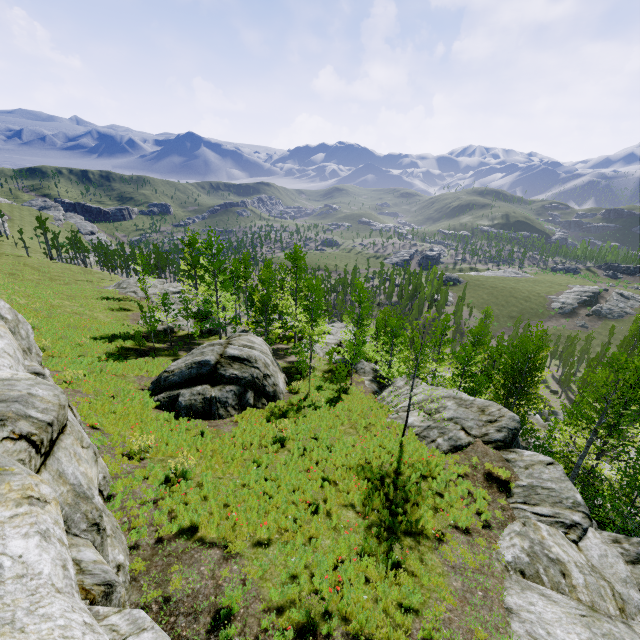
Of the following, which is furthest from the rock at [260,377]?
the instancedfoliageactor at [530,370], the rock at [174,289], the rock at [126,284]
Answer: the rock at [174,289]

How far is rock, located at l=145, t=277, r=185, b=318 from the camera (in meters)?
41.58

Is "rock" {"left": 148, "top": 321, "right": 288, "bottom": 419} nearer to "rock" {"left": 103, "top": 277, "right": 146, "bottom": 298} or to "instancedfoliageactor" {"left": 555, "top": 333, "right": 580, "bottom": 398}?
"rock" {"left": 103, "top": 277, "right": 146, "bottom": 298}

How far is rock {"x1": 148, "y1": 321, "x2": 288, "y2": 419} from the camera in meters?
15.1 m

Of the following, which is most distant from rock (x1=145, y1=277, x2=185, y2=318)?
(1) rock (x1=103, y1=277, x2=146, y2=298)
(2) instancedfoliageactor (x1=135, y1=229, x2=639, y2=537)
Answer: (2) instancedfoliageactor (x1=135, y1=229, x2=639, y2=537)

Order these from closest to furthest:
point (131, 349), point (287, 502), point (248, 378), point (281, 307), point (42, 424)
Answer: point (42, 424), point (287, 502), point (248, 378), point (131, 349), point (281, 307)

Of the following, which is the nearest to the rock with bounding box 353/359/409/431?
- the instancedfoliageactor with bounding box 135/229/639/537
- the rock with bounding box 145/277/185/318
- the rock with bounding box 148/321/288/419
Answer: the instancedfoliageactor with bounding box 135/229/639/537

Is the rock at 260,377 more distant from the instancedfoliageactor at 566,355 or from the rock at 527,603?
the instancedfoliageactor at 566,355
